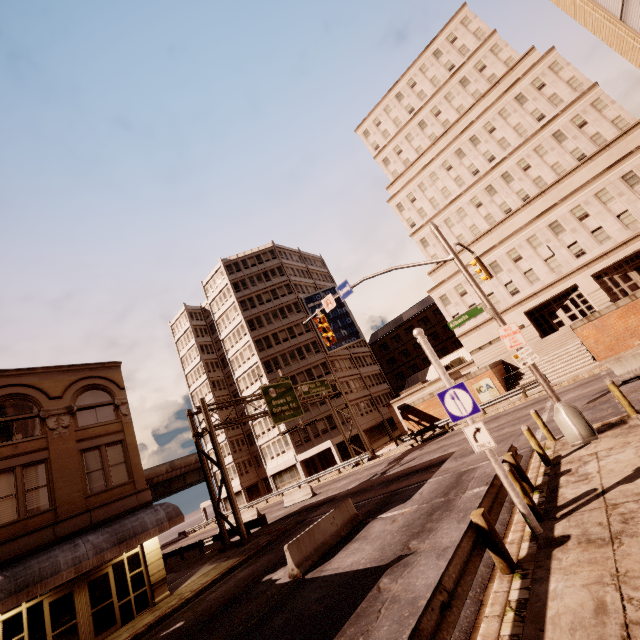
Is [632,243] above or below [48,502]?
above

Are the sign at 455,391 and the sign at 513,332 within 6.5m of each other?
yes

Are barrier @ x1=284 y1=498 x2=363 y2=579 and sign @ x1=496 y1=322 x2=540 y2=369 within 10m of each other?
yes

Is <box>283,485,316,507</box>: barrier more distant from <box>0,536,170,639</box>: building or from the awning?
<box>0,536,170,639</box>: building

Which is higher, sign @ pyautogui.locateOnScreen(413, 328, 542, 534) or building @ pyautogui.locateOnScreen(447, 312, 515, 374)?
building @ pyautogui.locateOnScreen(447, 312, 515, 374)

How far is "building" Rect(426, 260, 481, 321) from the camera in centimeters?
4050cm

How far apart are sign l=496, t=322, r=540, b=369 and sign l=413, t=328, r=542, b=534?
5.22m

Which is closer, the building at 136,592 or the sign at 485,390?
the building at 136,592
